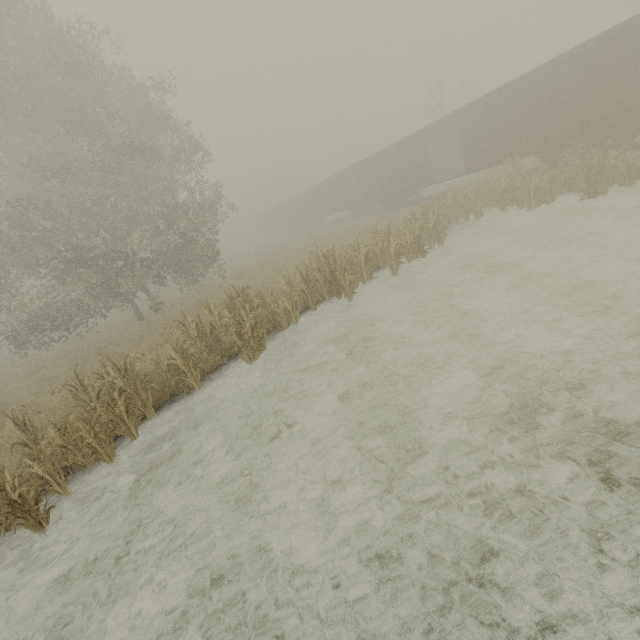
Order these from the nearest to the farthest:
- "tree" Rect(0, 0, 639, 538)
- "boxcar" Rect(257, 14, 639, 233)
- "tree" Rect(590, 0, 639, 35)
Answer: "tree" Rect(0, 0, 639, 538) → "boxcar" Rect(257, 14, 639, 233) → "tree" Rect(590, 0, 639, 35)

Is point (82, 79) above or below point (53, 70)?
below

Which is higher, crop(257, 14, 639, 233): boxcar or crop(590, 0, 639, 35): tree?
crop(590, 0, 639, 35): tree

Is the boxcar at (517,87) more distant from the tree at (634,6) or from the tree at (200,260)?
the tree at (634,6)

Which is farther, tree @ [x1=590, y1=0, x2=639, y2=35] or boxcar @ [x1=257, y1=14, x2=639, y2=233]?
tree @ [x1=590, y1=0, x2=639, y2=35]

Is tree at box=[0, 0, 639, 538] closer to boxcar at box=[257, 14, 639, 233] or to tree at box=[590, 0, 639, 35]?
boxcar at box=[257, 14, 639, 233]
